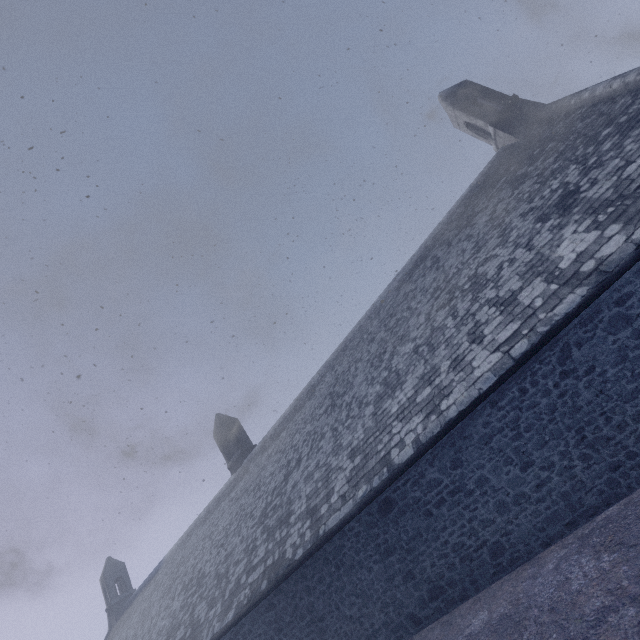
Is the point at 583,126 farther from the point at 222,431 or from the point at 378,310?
the point at 222,431
